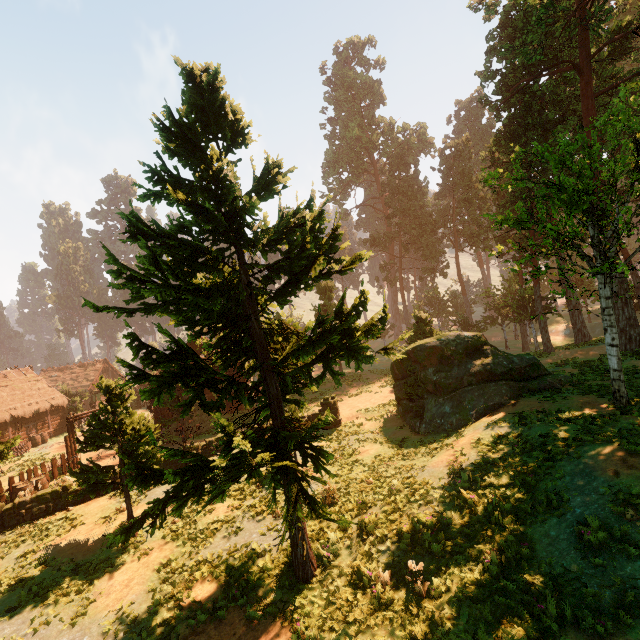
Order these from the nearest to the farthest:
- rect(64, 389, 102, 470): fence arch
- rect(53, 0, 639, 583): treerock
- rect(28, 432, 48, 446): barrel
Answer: rect(53, 0, 639, 583): treerock < rect(64, 389, 102, 470): fence arch < rect(28, 432, 48, 446): barrel

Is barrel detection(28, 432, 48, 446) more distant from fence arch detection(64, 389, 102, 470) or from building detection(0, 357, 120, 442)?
fence arch detection(64, 389, 102, 470)

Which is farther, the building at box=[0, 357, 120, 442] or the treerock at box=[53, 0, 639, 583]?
the building at box=[0, 357, 120, 442]

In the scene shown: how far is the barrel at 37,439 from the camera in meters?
30.8 m

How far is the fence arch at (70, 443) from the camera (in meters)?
21.34

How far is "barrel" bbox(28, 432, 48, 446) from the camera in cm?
3077

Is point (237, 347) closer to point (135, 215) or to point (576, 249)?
point (135, 215)

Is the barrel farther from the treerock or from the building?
the treerock
